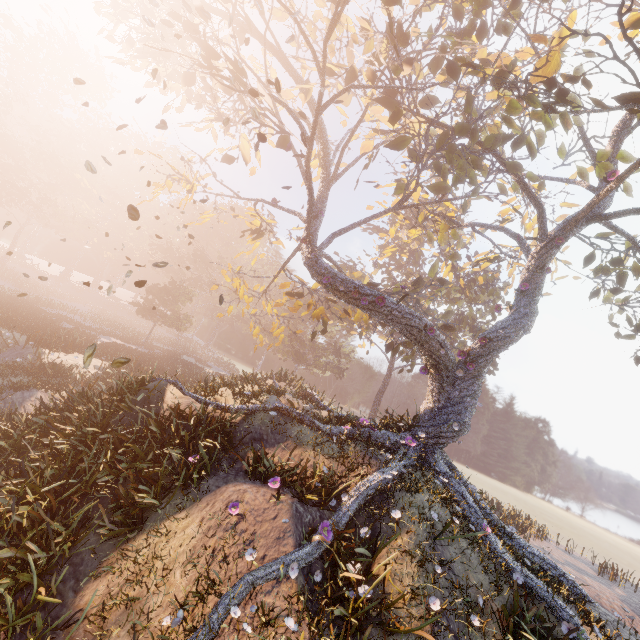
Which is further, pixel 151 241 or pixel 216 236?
pixel 216 236

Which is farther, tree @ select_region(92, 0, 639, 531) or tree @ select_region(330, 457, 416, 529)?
tree @ select_region(92, 0, 639, 531)

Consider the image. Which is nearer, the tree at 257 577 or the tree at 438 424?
the tree at 257 577

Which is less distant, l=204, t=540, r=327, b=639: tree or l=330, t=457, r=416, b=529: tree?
l=204, t=540, r=327, b=639: tree

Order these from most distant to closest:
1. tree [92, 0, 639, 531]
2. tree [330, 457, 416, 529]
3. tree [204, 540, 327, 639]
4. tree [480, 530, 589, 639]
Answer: tree [92, 0, 639, 531] < tree [330, 457, 416, 529] < tree [480, 530, 589, 639] < tree [204, 540, 327, 639]

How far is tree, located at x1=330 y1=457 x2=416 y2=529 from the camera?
7.8 meters

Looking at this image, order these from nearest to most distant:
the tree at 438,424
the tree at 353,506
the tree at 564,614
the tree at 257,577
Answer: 1. the tree at 257,577
2. the tree at 564,614
3. the tree at 353,506
4. the tree at 438,424
